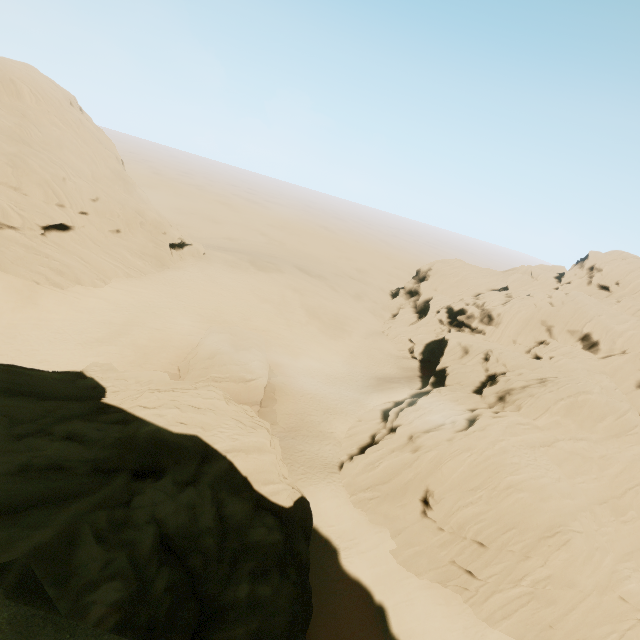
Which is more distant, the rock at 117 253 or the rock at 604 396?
the rock at 117 253

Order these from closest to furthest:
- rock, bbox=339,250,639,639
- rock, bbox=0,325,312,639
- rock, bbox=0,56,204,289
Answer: rock, bbox=0,325,312,639, rock, bbox=339,250,639,639, rock, bbox=0,56,204,289

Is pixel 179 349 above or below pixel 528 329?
below

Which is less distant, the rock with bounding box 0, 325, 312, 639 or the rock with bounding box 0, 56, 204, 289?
the rock with bounding box 0, 325, 312, 639
